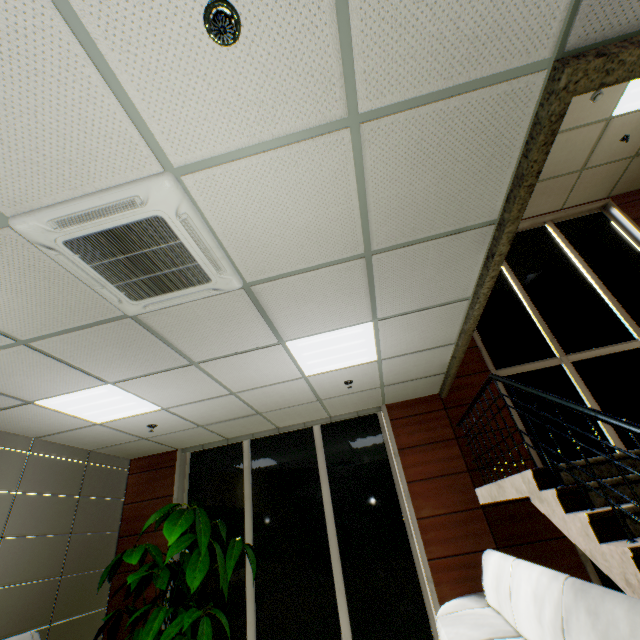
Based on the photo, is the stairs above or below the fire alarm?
below

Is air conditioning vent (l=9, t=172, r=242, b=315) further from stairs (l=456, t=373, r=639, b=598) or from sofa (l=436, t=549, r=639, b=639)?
sofa (l=436, t=549, r=639, b=639)

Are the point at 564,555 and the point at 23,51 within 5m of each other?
no

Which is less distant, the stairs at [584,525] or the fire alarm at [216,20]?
the fire alarm at [216,20]

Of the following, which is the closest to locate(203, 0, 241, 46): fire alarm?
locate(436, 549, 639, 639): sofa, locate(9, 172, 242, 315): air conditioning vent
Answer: locate(9, 172, 242, 315): air conditioning vent

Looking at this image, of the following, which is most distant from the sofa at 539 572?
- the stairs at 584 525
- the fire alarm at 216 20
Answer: the fire alarm at 216 20

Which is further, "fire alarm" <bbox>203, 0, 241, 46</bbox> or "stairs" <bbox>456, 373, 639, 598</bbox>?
"stairs" <bbox>456, 373, 639, 598</bbox>

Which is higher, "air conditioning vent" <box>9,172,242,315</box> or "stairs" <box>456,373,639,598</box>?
"air conditioning vent" <box>9,172,242,315</box>
